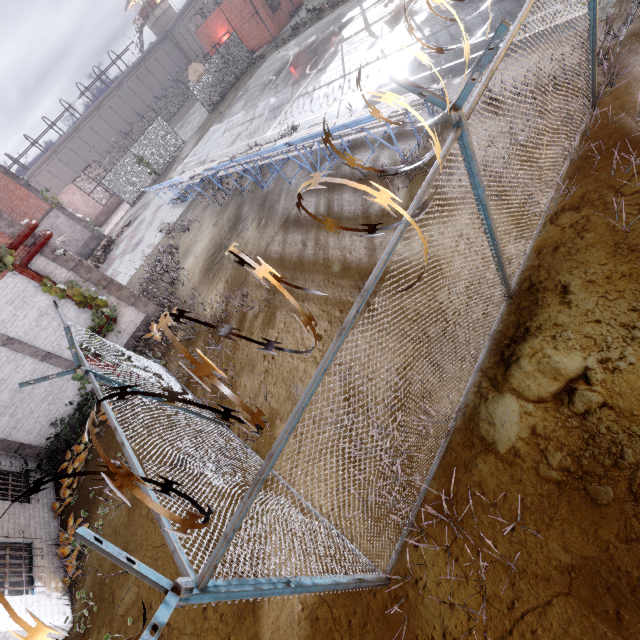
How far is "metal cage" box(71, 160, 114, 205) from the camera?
Result: 31.0m

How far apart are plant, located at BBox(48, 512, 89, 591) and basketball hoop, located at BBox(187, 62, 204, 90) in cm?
2892

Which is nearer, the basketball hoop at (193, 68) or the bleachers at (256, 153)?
the bleachers at (256, 153)

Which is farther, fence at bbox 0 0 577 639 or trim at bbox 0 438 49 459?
trim at bbox 0 438 49 459

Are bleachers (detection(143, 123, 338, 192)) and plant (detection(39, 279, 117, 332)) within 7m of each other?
yes

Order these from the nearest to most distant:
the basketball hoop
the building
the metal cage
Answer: the basketball hoop < the metal cage < the building

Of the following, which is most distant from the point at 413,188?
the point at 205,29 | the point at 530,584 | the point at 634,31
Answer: the point at 205,29

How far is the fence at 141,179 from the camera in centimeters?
2755cm
